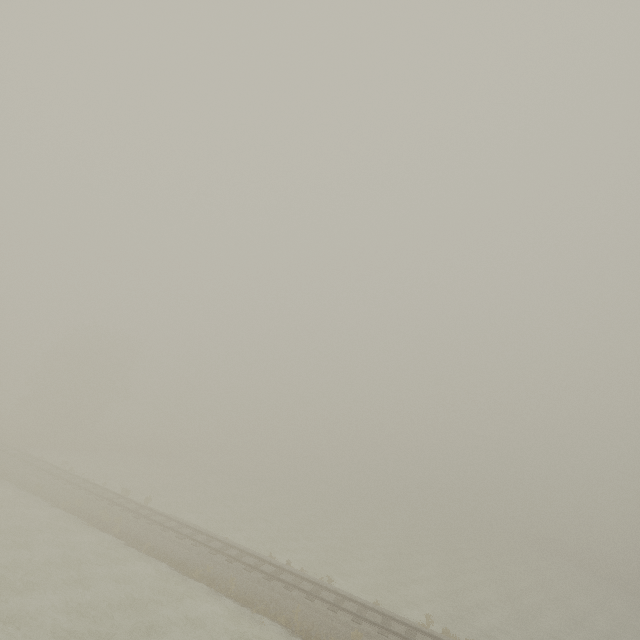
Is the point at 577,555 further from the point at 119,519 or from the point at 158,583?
the point at 119,519
